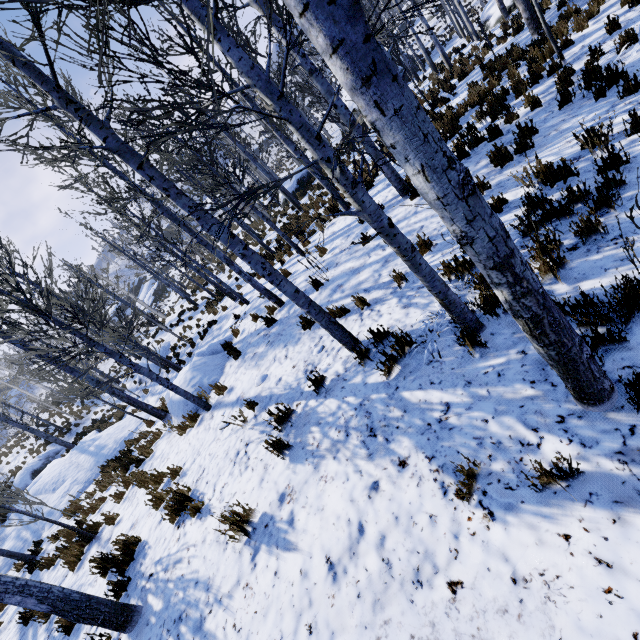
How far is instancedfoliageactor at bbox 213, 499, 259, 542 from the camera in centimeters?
354cm

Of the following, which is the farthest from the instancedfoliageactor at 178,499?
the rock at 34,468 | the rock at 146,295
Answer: the rock at 146,295

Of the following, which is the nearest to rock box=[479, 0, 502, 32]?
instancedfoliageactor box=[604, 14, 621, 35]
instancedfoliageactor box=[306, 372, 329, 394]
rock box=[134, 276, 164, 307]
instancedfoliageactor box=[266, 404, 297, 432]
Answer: instancedfoliageactor box=[604, 14, 621, 35]

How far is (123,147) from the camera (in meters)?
3.29

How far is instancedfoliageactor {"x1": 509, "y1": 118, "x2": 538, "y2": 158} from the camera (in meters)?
5.62

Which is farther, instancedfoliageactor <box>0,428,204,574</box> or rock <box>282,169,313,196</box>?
rock <box>282,169,313,196</box>

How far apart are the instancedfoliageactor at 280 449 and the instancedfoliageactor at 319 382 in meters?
0.8
